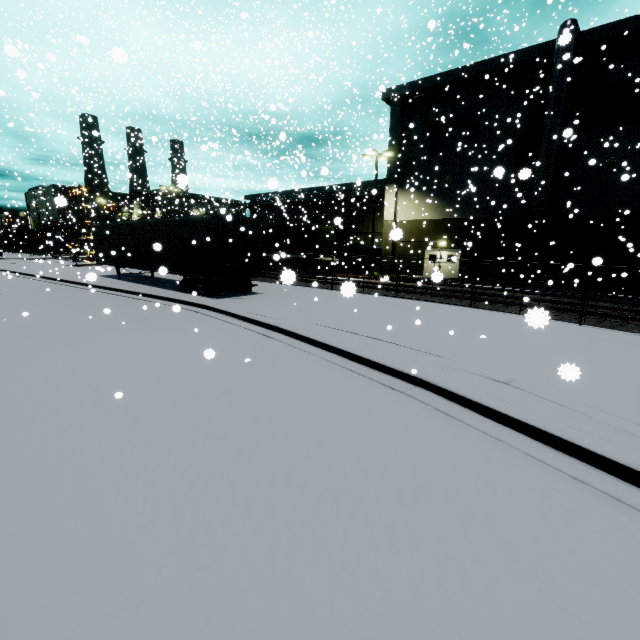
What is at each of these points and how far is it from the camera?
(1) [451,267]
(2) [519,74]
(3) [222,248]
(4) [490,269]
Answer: (1) door, 27.6m
(2) tree, 22.5m
(3) semi trailer door, 14.2m
(4) building, 25.7m

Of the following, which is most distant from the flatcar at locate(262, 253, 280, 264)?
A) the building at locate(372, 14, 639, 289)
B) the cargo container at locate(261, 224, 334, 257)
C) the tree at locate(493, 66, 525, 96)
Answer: the tree at locate(493, 66, 525, 96)

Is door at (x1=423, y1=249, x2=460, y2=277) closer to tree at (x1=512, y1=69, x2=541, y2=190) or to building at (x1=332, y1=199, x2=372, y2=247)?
building at (x1=332, y1=199, x2=372, y2=247)

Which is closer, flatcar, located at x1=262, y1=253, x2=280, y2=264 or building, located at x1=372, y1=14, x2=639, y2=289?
flatcar, located at x1=262, y1=253, x2=280, y2=264

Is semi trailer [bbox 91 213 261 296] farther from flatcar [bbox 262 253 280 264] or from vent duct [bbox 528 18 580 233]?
→ vent duct [bbox 528 18 580 233]

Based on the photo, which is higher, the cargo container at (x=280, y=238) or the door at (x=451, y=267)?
the cargo container at (x=280, y=238)

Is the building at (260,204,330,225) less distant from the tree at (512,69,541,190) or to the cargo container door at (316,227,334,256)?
the tree at (512,69,541,190)

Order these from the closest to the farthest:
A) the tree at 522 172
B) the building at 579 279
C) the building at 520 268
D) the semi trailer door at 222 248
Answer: the semi trailer door at 222 248 < the tree at 522 172 < the building at 579 279 < the building at 520 268
